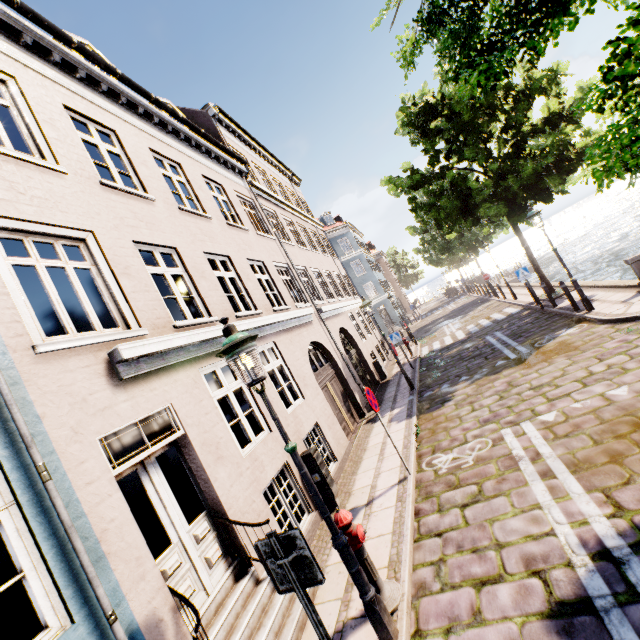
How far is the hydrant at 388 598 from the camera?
3.9 meters

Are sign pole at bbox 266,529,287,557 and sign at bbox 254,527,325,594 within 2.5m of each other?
yes

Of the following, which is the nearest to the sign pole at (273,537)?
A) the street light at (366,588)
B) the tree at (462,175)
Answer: the street light at (366,588)

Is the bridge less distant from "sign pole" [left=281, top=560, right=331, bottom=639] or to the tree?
the tree

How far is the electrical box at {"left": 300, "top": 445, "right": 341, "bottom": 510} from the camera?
6.7 meters

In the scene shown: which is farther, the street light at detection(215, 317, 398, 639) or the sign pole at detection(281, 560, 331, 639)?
the street light at detection(215, 317, 398, 639)

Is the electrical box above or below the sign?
below

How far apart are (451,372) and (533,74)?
11.33m
